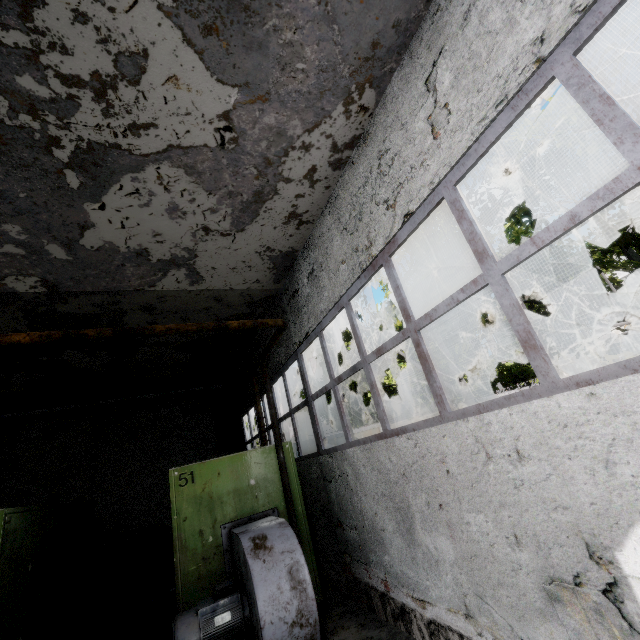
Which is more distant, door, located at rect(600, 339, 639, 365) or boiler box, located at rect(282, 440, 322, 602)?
door, located at rect(600, 339, 639, 365)

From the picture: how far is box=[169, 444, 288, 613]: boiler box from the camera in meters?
4.5 m

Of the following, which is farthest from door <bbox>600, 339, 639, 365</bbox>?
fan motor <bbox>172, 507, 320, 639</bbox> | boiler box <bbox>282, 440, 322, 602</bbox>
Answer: fan motor <bbox>172, 507, 320, 639</bbox>

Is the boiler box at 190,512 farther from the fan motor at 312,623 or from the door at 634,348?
the door at 634,348

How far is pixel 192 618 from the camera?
3.7m

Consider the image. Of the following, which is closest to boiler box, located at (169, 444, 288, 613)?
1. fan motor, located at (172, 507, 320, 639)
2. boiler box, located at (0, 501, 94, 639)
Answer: fan motor, located at (172, 507, 320, 639)

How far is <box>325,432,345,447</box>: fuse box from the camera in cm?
1643

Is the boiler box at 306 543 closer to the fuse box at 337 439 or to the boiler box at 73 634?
the boiler box at 73 634
